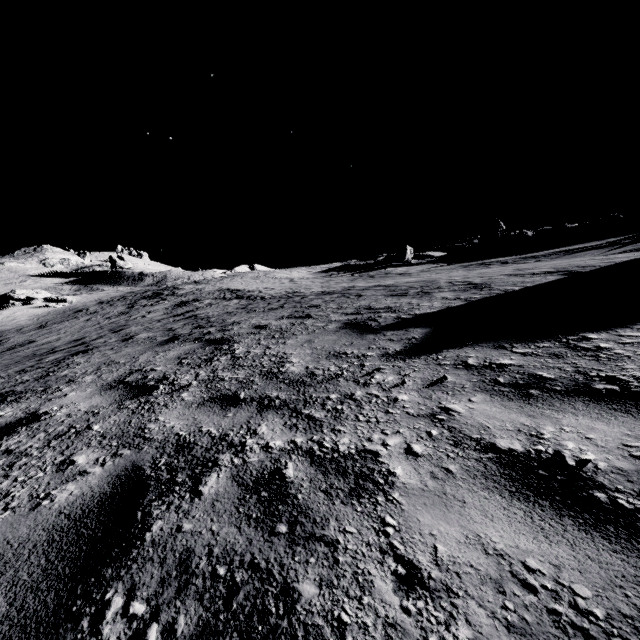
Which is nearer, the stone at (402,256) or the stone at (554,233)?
the stone at (554,233)

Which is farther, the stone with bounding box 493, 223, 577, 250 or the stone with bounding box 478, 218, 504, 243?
the stone with bounding box 478, 218, 504, 243

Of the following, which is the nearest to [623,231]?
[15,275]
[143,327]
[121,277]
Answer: [143,327]

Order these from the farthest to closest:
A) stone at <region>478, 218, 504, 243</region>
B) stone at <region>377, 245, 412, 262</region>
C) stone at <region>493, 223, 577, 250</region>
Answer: stone at <region>478, 218, 504, 243</region>
stone at <region>377, 245, 412, 262</region>
stone at <region>493, 223, 577, 250</region>

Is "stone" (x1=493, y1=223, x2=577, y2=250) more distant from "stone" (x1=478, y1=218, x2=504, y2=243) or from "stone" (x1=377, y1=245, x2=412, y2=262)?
"stone" (x1=377, y1=245, x2=412, y2=262)

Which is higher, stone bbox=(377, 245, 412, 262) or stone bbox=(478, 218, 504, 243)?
stone bbox=(478, 218, 504, 243)

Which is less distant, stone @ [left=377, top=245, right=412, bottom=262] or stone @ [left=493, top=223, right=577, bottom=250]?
stone @ [left=493, top=223, right=577, bottom=250]

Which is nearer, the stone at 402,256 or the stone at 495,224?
the stone at 402,256
